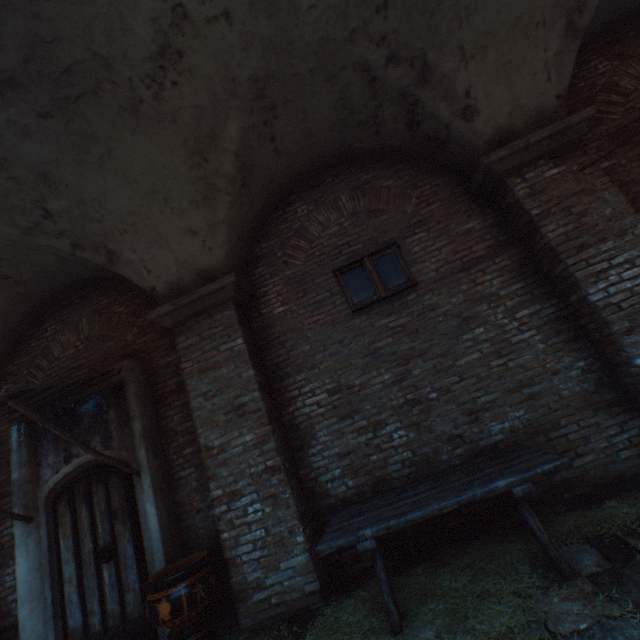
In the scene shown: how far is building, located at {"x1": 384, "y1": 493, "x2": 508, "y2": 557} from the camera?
3.7m

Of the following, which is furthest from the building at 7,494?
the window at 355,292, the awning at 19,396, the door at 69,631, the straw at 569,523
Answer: the window at 355,292

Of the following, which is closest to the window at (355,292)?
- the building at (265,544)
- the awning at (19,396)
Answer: the awning at (19,396)

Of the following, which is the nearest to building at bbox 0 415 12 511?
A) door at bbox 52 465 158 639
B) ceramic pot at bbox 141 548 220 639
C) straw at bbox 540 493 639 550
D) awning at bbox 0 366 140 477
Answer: straw at bbox 540 493 639 550

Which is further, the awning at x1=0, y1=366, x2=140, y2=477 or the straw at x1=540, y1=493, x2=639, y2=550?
the awning at x1=0, y1=366, x2=140, y2=477

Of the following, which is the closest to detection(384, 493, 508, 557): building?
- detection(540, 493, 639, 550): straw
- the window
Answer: detection(540, 493, 639, 550): straw

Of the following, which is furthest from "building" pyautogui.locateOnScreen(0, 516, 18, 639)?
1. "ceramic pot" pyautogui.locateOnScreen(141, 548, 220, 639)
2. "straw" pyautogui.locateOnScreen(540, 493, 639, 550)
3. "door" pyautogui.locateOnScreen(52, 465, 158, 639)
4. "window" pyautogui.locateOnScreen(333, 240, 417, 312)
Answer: "window" pyautogui.locateOnScreen(333, 240, 417, 312)

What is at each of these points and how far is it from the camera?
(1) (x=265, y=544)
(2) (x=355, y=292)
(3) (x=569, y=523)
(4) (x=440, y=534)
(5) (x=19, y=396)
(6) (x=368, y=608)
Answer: (1) building, 3.7 meters
(2) window, 4.7 meters
(3) straw, 3.1 meters
(4) building, 3.8 meters
(5) awning, 3.7 meters
(6) straw, 3.0 meters
